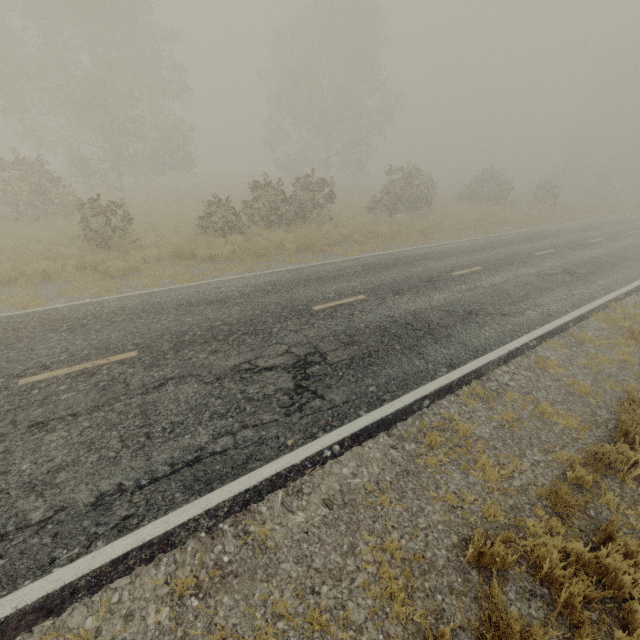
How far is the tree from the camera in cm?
3012

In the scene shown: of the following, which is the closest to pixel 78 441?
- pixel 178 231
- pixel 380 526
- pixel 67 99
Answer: pixel 380 526

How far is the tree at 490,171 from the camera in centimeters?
3012cm
